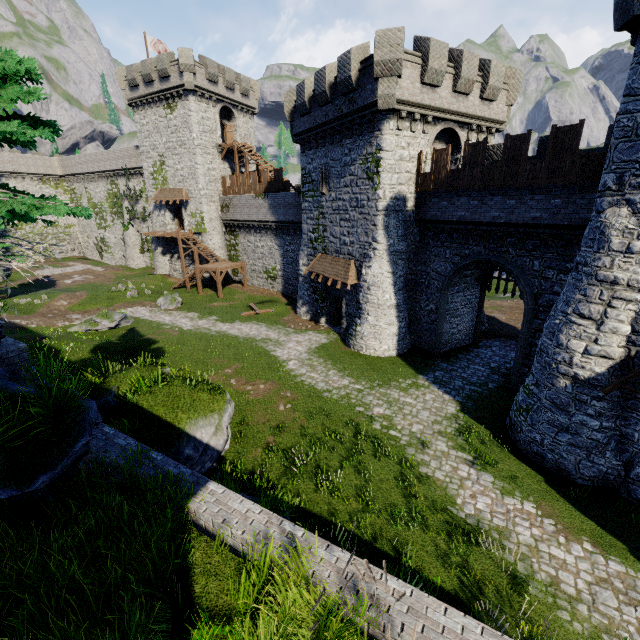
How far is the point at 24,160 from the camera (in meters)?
47.88

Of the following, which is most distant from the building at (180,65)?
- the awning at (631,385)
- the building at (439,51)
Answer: the awning at (631,385)

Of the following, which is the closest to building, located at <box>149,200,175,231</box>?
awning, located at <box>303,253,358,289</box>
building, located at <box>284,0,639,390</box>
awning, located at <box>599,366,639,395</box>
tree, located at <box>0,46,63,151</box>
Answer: building, located at <box>284,0,639,390</box>

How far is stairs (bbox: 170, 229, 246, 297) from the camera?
33.0m

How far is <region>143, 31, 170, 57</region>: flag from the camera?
35.6 meters

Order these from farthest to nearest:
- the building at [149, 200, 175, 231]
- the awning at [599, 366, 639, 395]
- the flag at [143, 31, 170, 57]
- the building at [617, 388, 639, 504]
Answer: the building at [149, 200, 175, 231]
the flag at [143, 31, 170, 57]
the building at [617, 388, 639, 504]
the awning at [599, 366, 639, 395]

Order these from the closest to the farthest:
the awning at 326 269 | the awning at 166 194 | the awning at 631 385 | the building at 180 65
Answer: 1. the awning at 631 385
2. the awning at 326 269
3. the building at 180 65
4. the awning at 166 194

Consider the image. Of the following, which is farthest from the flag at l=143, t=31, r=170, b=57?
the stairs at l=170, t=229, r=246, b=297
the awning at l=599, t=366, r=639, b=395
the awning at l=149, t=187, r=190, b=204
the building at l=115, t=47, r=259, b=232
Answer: the awning at l=599, t=366, r=639, b=395
